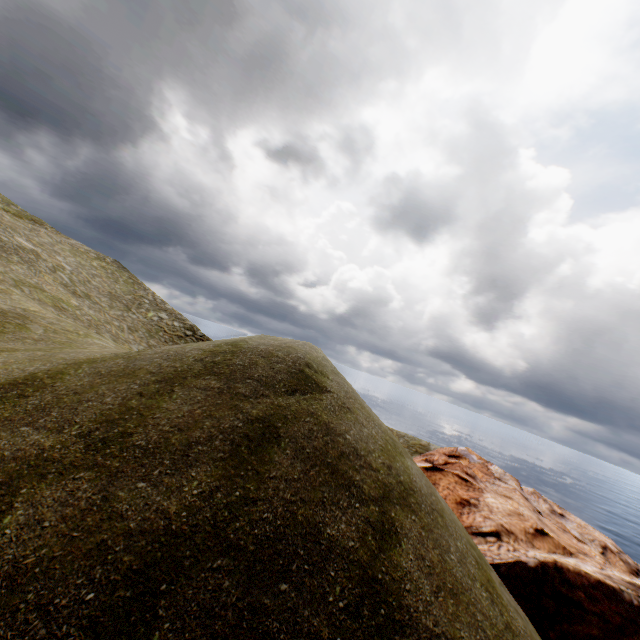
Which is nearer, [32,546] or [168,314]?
[32,546]
